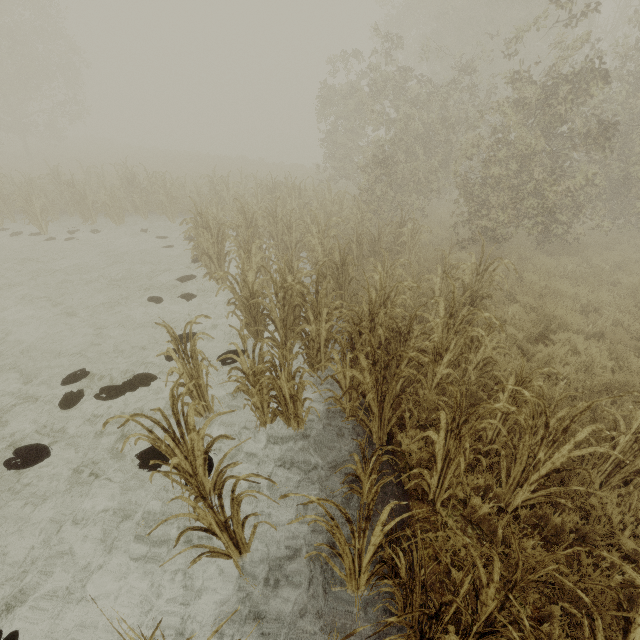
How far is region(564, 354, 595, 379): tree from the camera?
5.21m

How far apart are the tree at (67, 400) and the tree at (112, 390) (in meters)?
0.22

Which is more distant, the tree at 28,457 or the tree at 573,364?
the tree at 573,364

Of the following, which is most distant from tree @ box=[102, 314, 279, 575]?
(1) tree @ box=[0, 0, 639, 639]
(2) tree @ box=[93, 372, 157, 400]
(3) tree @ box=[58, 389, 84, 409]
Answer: (1) tree @ box=[0, 0, 639, 639]

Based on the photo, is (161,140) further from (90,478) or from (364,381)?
(364,381)

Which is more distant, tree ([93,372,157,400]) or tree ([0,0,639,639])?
tree ([93,372,157,400])

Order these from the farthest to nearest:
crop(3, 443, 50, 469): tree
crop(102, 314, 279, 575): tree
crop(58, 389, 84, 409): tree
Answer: crop(58, 389, 84, 409): tree → crop(3, 443, 50, 469): tree → crop(102, 314, 279, 575): tree

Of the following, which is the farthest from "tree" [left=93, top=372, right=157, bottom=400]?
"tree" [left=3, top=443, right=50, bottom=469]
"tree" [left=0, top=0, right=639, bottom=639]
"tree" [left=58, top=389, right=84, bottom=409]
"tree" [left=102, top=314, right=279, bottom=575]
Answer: "tree" [left=0, top=0, right=639, bottom=639]
